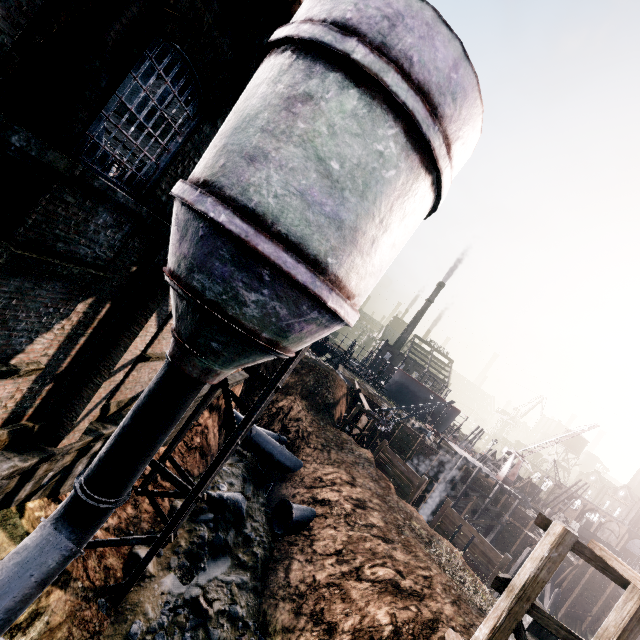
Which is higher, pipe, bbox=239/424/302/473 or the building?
the building

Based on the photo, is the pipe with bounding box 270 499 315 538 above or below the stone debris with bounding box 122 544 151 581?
above

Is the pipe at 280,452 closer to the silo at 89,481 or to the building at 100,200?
the building at 100,200

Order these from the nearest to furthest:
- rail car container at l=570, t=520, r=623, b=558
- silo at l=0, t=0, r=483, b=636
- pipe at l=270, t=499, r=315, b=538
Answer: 1. silo at l=0, t=0, r=483, b=636
2. pipe at l=270, t=499, r=315, b=538
3. rail car container at l=570, t=520, r=623, b=558

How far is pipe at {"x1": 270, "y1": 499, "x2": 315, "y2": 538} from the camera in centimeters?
1786cm

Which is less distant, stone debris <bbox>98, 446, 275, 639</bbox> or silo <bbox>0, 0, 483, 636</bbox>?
silo <bbox>0, 0, 483, 636</bbox>

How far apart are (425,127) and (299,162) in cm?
234

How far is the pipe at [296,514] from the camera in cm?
1786
